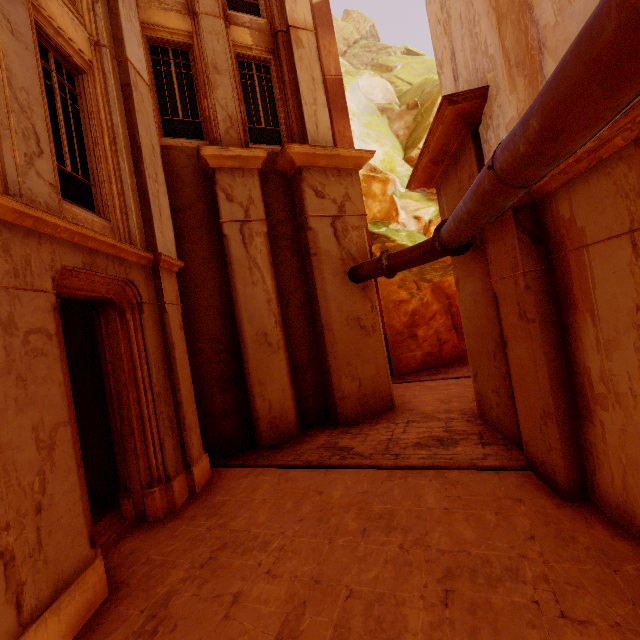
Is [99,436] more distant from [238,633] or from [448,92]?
[448,92]

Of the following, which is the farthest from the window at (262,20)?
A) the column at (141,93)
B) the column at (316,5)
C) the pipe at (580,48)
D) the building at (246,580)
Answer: the building at (246,580)

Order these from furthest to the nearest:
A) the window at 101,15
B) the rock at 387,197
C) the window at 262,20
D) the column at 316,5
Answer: the rock at 387,197 → the column at 316,5 → the window at 262,20 → the window at 101,15

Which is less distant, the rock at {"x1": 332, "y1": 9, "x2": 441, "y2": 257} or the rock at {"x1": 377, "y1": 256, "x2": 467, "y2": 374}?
the rock at {"x1": 377, "y1": 256, "x2": 467, "y2": 374}

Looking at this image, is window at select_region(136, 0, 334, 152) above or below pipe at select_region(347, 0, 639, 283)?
above

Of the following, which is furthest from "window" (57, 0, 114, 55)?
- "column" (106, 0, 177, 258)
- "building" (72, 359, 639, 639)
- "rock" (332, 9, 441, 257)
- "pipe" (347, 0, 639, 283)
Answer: "building" (72, 359, 639, 639)

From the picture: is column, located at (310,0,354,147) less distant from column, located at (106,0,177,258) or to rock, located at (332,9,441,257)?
rock, located at (332,9,441,257)

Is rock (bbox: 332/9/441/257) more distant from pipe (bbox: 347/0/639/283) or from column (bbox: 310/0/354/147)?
pipe (bbox: 347/0/639/283)
